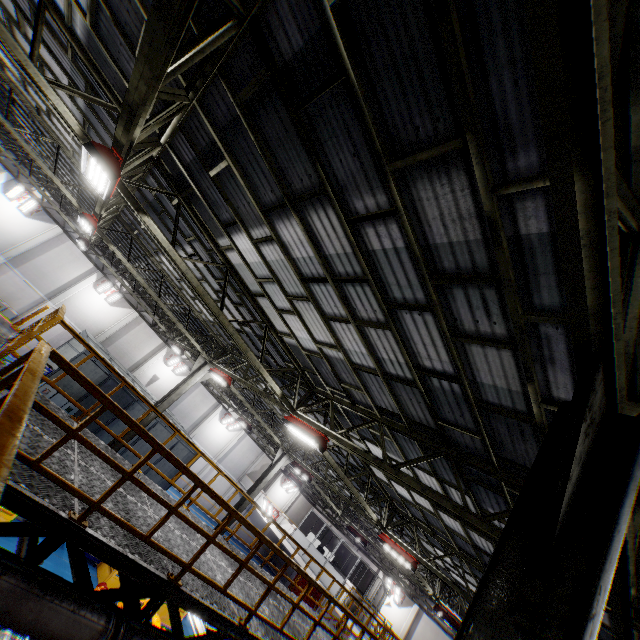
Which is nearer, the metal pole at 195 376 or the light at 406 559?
the light at 406 559

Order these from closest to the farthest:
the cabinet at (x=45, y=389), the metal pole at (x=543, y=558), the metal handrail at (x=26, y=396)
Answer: the metal pole at (x=543, y=558)
the metal handrail at (x=26, y=396)
the cabinet at (x=45, y=389)

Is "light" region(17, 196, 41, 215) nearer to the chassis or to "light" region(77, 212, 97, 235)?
"light" region(77, 212, 97, 235)

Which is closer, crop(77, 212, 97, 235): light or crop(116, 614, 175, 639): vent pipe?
crop(116, 614, 175, 639): vent pipe

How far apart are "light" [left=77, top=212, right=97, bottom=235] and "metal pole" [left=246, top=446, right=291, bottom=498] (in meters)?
14.13

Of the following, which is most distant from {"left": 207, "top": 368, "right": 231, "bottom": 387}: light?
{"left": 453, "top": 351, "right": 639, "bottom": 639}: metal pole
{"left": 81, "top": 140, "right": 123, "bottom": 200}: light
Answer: {"left": 453, "top": 351, "right": 639, "bottom": 639}: metal pole

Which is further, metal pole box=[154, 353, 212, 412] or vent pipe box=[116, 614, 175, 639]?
metal pole box=[154, 353, 212, 412]

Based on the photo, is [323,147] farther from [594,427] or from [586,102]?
[594,427]
